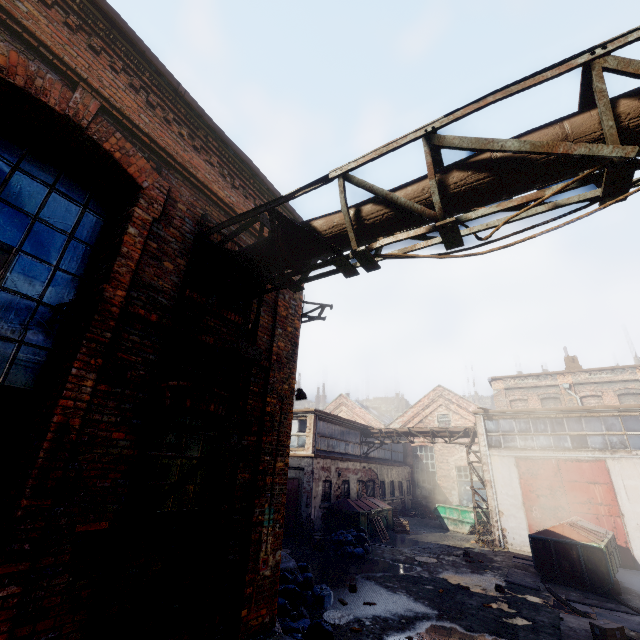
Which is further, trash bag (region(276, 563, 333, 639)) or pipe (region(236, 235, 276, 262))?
trash bag (region(276, 563, 333, 639))

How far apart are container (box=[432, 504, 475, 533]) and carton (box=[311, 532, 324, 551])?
11.0m

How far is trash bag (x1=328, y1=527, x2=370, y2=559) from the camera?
13.03m

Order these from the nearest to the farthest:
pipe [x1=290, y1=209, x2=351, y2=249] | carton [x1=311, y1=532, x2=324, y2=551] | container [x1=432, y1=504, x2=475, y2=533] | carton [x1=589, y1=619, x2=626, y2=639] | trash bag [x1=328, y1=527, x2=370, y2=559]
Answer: pipe [x1=290, y1=209, x2=351, y2=249]
carton [x1=589, y1=619, x2=626, y2=639]
trash bag [x1=328, y1=527, x2=370, y2=559]
carton [x1=311, y1=532, x2=324, y2=551]
container [x1=432, y1=504, x2=475, y2=533]

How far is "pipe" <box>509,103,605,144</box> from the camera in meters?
2.8 m

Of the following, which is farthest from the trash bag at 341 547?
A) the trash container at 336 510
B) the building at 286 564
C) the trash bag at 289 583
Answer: the trash bag at 289 583

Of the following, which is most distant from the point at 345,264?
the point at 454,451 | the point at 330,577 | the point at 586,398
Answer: the point at 454,451

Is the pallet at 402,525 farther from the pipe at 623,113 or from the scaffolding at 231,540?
the pipe at 623,113
